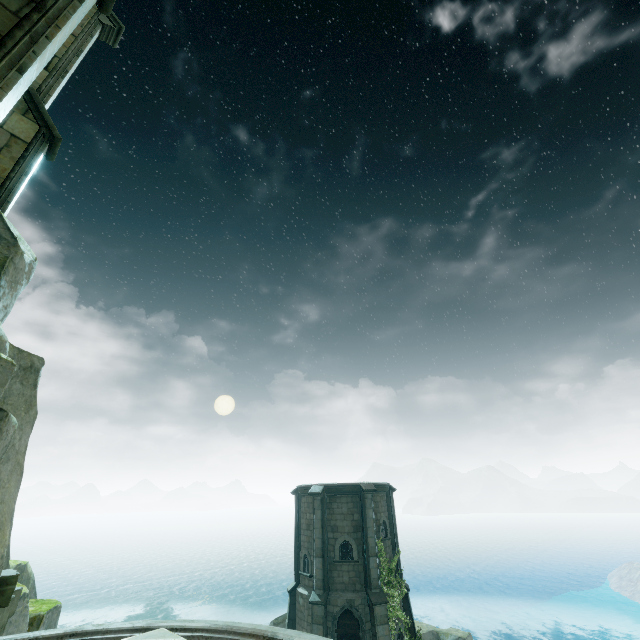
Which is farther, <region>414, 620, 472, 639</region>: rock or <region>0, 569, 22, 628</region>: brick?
<region>414, 620, 472, 639</region>: rock

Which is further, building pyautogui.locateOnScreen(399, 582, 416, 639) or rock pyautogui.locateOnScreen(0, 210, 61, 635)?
building pyautogui.locateOnScreen(399, 582, 416, 639)

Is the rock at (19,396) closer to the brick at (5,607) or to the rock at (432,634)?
the brick at (5,607)

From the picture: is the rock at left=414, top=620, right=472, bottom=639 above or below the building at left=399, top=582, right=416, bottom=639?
below

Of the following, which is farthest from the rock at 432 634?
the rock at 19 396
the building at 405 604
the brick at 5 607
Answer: the brick at 5 607

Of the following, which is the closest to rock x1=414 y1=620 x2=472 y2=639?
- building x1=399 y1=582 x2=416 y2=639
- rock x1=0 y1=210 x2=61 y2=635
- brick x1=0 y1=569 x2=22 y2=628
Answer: building x1=399 y1=582 x2=416 y2=639

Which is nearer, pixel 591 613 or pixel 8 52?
pixel 8 52

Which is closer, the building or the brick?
the brick
